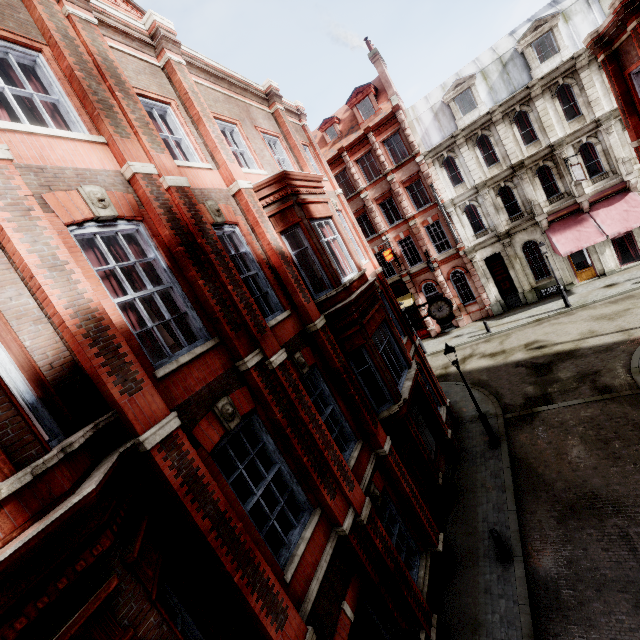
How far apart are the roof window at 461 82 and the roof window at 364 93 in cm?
467

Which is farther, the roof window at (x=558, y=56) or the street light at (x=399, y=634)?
the roof window at (x=558, y=56)

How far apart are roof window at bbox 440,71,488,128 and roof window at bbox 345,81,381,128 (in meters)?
4.67

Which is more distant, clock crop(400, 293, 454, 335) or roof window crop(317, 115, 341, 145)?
roof window crop(317, 115, 341, 145)

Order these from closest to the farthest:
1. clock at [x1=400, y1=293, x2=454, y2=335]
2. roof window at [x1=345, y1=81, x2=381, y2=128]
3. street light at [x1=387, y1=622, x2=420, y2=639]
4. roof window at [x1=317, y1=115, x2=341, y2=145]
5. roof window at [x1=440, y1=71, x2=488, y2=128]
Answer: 1. street light at [x1=387, y1=622, x2=420, y2=639]
2. clock at [x1=400, y1=293, x2=454, y2=335]
3. roof window at [x1=440, y1=71, x2=488, y2=128]
4. roof window at [x1=345, y1=81, x2=381, y2=128]
5. roof window at [x1=317, y1=115, x2=341, y2=145]

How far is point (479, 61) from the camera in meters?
23.6

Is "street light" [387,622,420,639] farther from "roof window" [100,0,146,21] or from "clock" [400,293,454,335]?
"roof window" [100,0,146,21]

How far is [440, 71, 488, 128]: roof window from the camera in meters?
22.9
